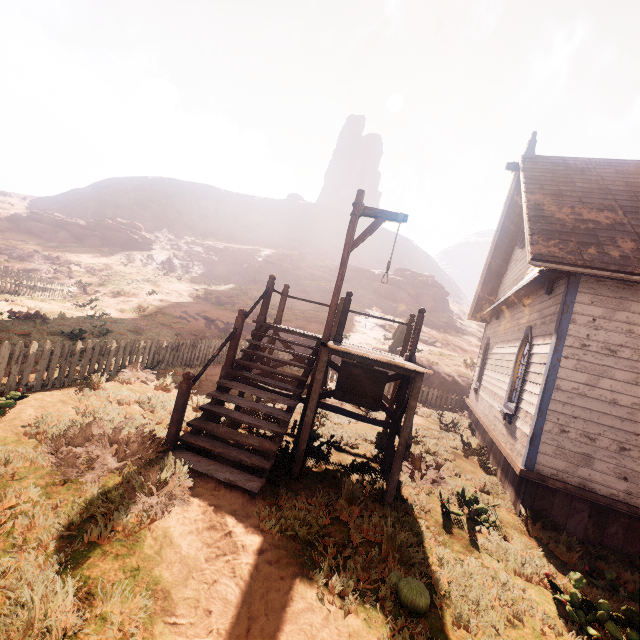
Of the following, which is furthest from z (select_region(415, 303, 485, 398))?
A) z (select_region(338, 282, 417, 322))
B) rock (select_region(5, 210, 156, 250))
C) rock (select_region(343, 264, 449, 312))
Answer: rock (select_region(343, 264, 449, 312))

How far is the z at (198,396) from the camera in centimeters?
697cm

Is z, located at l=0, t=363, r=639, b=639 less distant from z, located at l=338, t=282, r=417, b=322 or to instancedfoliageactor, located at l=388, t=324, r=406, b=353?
instancedfoliageactor, located at l=388, t=324, r=406, b=353

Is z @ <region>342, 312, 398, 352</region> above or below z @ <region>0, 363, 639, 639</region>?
above

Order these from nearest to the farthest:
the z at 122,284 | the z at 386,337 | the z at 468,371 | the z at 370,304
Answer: the z at 122,284
the z at 468,371
the z at 386,337
the z at 370,304

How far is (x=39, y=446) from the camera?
4.55m

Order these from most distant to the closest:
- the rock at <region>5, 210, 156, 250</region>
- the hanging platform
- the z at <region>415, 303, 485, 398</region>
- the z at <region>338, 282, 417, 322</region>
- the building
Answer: the rock at <region>5, 210, 156, 250</region> < the z at <region>338, 282, 417, 322</region> < the z at <region>415, 303, 485, 398</region> < the building < the hanging platform

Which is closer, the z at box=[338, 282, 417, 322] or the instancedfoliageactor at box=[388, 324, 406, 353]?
the instancedfoliageactor at box=[388, 324, 406, 353]
